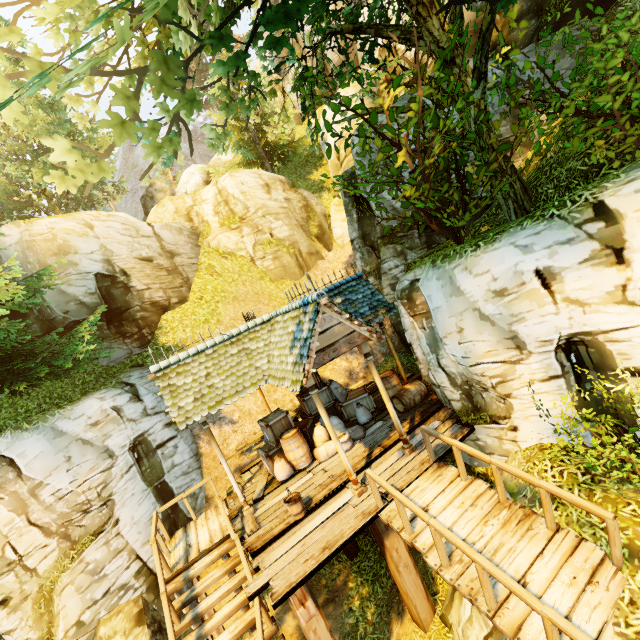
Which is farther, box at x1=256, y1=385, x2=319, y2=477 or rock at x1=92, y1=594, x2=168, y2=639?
box at x1=256, y1=385, x2=319, y2=477

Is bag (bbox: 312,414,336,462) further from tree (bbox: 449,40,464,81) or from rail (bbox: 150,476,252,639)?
tree (bbox: 449,40,464,81)

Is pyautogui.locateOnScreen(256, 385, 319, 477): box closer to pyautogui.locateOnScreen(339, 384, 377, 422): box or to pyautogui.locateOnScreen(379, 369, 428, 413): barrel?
pyautogui.locateOnScreen(339, 384, 377, 422): box

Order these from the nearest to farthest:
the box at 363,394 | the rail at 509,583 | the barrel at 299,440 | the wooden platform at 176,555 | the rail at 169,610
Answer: the rail at 509,583 → the rail at 169,610 → the wooden platform at 176,555 → the barrel at 299,440 → the box at 363,394

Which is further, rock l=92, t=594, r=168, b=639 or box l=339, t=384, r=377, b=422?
box l=339, t=384, r=377, b=422

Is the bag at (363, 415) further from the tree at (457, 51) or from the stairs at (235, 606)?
the tree at (457, 51)

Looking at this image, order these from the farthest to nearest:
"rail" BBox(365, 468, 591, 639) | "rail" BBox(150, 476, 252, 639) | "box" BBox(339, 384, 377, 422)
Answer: "box" BBox(339, 384, 377, 422) < "rail" BBox(150, 476, 252, 639) < "rail" BBox(365, 468, 591, 639)

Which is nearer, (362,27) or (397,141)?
(397,141)
